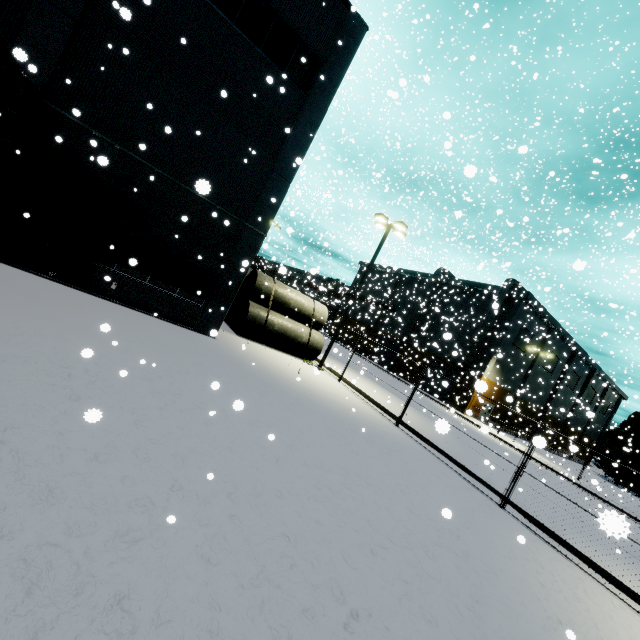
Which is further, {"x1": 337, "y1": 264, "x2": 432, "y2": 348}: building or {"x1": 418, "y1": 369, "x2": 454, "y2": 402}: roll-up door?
{"x1": 337, "y1": 264, "x2": 432, "y2": 348}: building

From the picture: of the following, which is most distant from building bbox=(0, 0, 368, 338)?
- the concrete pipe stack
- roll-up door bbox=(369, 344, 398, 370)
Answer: the concrete pipe stack

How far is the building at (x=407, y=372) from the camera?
43.83m

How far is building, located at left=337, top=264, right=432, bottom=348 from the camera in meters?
47.4 m

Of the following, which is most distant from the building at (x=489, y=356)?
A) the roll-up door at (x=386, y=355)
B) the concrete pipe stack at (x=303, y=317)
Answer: the concrete pipe stack at (x=303, y=317)

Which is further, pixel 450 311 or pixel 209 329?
pixel 450 311
